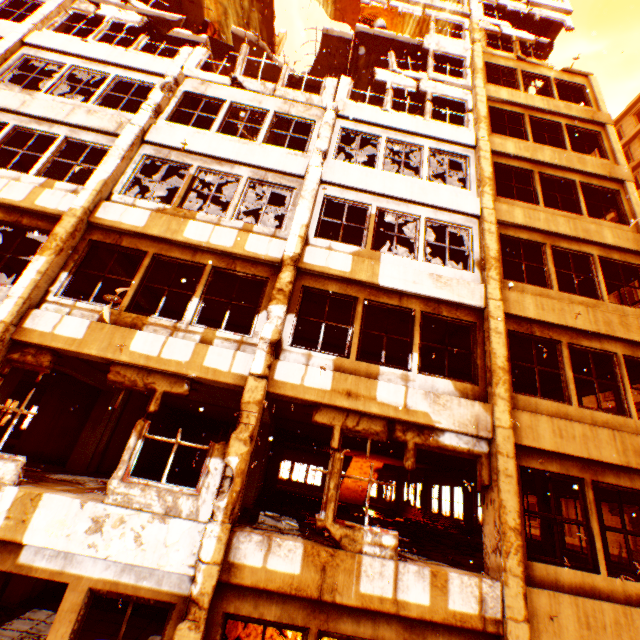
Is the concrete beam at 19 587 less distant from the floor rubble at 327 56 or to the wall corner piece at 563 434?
the wall corner piece at 563 434

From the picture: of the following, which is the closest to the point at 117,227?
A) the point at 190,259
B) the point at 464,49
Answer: the point at 190,259

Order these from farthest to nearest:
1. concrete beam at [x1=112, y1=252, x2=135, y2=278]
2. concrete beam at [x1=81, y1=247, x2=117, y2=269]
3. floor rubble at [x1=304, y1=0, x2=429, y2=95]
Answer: floor rubble at [x1=304, y1=0, x2=429, y2=95] → concrete beam at [x1=112, y1=252, x2=135, y2=278] → concrete beam at [x1=81, y1=247, x2=117, y2=269]

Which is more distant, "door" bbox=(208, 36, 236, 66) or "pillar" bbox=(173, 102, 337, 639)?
"door" bbox=(208, 36, 236, 66)

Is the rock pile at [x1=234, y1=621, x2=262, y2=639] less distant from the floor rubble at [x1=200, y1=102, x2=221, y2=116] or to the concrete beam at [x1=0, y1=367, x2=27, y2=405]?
the concrete beam at [x1=0, y1=367, x2=27, y2=405]

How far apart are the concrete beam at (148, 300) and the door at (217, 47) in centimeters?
1060cm

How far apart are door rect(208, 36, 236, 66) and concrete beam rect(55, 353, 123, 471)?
13.3 meters

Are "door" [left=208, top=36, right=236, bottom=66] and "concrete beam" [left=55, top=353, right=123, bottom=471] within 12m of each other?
no
